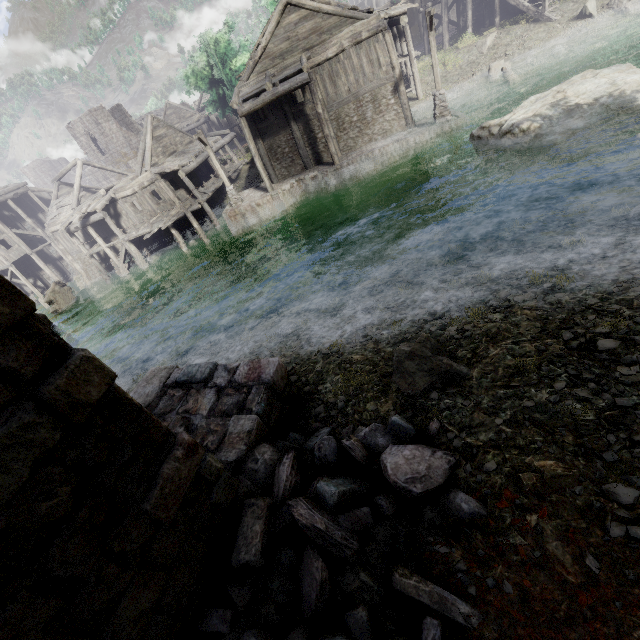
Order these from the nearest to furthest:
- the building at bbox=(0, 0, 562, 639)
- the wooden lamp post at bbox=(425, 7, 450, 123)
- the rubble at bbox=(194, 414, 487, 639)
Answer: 1. the building at bbox=(0, 0, 562, 639)
2. the rubble at bbox=(194, 414, 487, 639)
3. the wooden lamp post at bbox=(425, 7, 450, 123)

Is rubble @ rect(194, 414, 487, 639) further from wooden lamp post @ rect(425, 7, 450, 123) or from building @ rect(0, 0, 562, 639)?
wooden lamp post @ rect(425, 7, 450, 123)

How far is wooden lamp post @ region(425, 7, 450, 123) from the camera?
16.0 meters

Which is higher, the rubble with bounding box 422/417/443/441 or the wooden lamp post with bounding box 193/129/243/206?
the rubble with bounding box 422/417/443/441

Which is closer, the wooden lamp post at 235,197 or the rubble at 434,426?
the rubble at 434,426

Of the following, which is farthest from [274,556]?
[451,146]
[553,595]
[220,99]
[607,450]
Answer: [220,99]

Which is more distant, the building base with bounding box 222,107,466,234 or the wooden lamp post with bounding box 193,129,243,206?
the wooden lamp post with bounding box 193,129,243,206

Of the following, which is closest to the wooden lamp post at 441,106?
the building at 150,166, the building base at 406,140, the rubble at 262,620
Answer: the building base at 406,140
